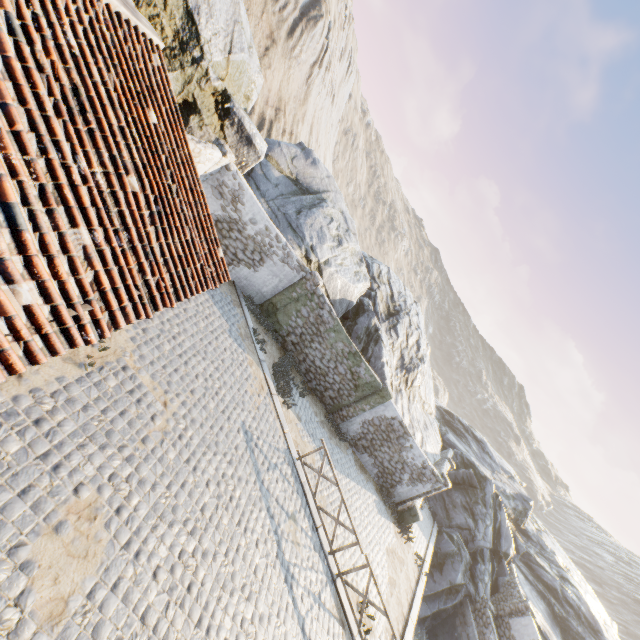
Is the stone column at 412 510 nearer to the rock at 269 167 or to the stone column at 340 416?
the rock at 269 167

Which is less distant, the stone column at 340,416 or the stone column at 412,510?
the stone column at 340,416

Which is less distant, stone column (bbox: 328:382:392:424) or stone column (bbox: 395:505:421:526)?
stone column (bbox: 328:382:392:424)

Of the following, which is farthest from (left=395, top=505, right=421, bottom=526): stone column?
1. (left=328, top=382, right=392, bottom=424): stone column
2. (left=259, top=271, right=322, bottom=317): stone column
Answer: (left=259, top=271, right=322, bottom=317): stone column

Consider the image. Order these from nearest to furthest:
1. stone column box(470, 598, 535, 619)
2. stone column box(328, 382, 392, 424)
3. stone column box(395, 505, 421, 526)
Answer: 1. stone column box(328, 382, 392, 424)
2. stone column box(395, 505, 421, 526)
3. stone column box(470, 598, 535, 619)

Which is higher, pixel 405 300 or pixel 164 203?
pixel 405 300

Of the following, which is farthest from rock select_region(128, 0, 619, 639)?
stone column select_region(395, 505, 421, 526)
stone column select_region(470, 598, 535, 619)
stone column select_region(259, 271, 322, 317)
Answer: stone column select_region(470, 598, 535, 619)

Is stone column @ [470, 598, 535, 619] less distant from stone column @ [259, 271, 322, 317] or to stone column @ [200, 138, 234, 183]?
stone column @ [259, 271, 322, 317]
